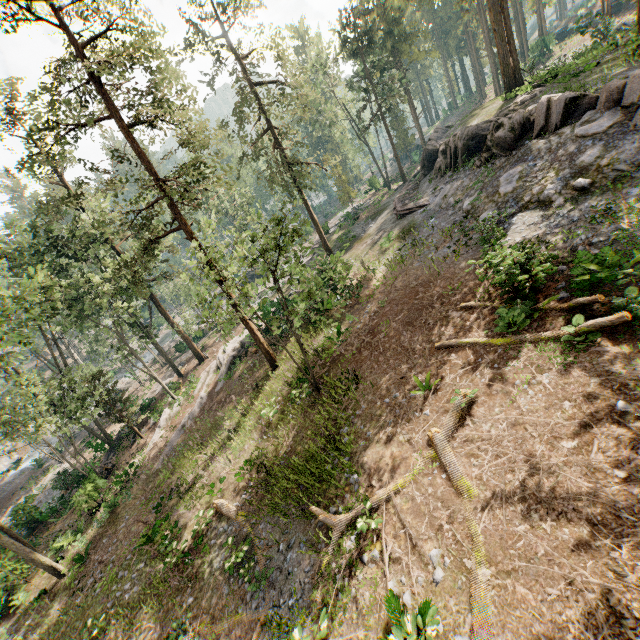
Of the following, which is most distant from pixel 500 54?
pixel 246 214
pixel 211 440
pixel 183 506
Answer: pixel 183 506

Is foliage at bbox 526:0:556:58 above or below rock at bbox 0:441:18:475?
above

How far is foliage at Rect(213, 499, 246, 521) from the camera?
14.4m

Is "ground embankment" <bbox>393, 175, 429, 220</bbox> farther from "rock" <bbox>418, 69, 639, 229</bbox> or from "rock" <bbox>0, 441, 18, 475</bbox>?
"rock" <bbox>0, 441, 18, 475</bbox>

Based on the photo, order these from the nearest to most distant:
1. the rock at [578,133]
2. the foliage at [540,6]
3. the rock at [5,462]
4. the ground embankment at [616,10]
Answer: the rock at [578,133] → the rock at [5,462] → the ground embankment at [616,10] → the foliage at [540,6]

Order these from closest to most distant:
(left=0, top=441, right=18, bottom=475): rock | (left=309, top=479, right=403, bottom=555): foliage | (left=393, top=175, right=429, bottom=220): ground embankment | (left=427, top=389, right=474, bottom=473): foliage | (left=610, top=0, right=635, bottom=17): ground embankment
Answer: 1. (left=427, top=389, right=474, bottom=473): foliage
2. (left=309, top=479, right=403, bottom=555): foliage
3. (left=393, top=175, right=429, bottom=220): ground embankment
4. (left=0, top=441, right=18, bottom=475): rock
5. (left=610, top=0, right=635, bottom=17): ground embankment

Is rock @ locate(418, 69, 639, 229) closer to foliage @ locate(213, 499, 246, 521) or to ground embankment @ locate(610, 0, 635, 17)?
foliage @ locate(213, 499, 246, 521)

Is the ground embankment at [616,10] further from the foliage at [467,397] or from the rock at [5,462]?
the rock at [5,462]
